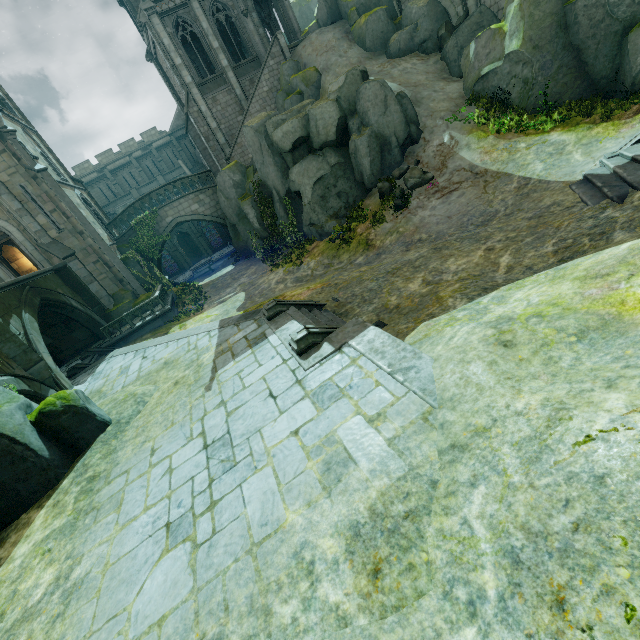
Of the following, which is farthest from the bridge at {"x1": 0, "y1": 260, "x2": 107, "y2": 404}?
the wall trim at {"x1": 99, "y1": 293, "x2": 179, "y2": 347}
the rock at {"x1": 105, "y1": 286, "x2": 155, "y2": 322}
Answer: the wall trim at {"x1": 99, "y1": 293, "x2": 179, "y2": 347}

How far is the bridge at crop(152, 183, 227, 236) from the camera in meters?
25.1

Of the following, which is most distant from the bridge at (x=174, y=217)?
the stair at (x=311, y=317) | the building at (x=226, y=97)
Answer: the stair at (x=311, y=317)

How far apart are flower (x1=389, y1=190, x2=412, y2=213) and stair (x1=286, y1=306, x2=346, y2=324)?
7.94m

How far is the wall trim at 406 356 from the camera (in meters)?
5.18

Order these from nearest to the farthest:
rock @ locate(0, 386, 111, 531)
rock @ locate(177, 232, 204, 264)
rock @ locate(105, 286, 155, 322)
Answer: rock @ locate(0, 386, 111, 531), rock @ locate(105, 286, 155, 322), rock @ locate(177, 232, 204, 264)

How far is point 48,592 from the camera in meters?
5.1 m

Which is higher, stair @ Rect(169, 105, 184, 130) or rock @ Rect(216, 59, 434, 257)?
stair @ Rect(169, 105, 184, 130)
